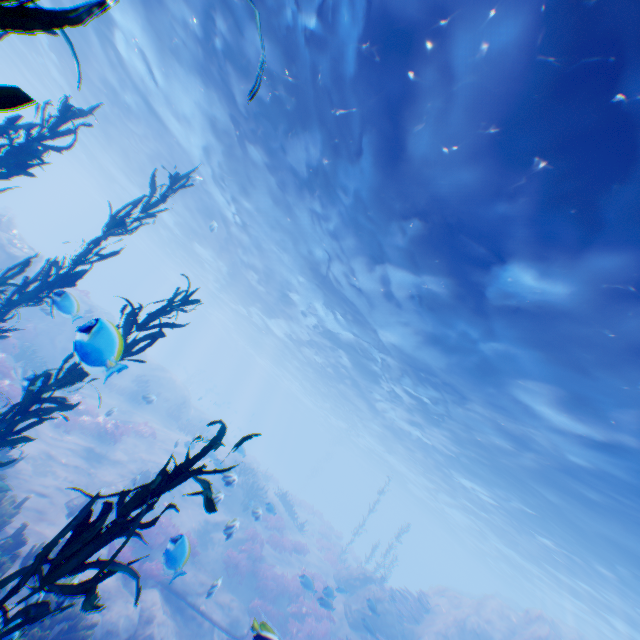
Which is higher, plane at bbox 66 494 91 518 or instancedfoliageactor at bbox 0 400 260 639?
instancedfoliageactor at bbox 0 400 260 639

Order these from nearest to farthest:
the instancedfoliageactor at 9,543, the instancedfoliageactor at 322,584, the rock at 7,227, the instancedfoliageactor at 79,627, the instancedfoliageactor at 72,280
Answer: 1. the instancedfoliageactor at 79,627
2. the instancedfoliageactor at 72,280
3. the instancedfoliageactor at 9,543
4. the instancedfoliageactor at 322,584
5. the rock at 7,227

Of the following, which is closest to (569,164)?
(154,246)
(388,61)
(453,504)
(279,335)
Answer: (388,61)

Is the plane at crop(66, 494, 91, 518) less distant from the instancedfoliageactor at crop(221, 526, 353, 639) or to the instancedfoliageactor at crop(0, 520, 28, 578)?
the instancedfoliageactor at crop(0, 520, 28, 578)

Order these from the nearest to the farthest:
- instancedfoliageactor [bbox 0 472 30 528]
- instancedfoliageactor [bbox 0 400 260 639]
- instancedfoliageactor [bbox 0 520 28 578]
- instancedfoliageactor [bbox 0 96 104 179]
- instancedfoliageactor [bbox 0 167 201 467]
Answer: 1. instancedfoliageactor [bbox 0 400 260 639]
2. instancedfoliageactor [bbox 0 167 201 467]
3. instancedfoliageactor [bbox 0 96 104 179]
4. instancedfoliageactor [bbox 0 520 28 578]
5. instancedfoliageactor [bbox 0 472 30 528]

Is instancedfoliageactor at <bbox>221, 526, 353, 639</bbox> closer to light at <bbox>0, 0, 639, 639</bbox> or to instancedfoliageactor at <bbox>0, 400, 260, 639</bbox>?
instancedfoliageactor at <bbox>0, 400, 260, 639</bbox>

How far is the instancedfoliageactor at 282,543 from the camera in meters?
18.2 m

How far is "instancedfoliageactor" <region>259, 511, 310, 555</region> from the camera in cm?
1820
